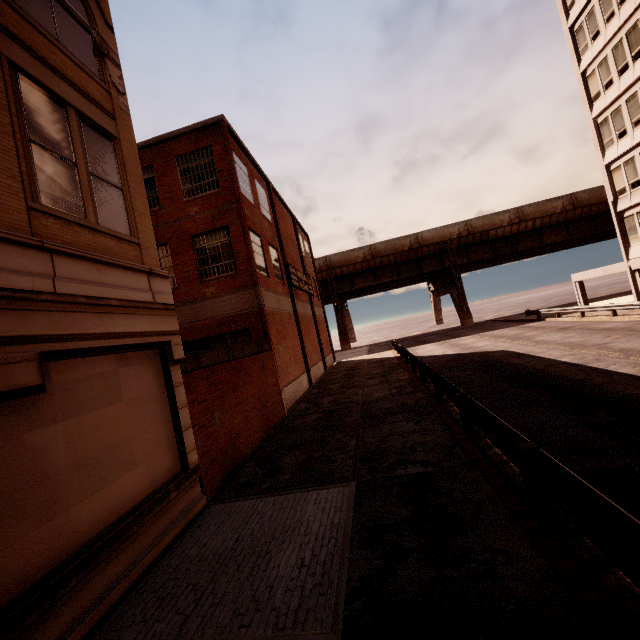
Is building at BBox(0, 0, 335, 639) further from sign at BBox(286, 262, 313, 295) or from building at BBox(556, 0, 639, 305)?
building at BBox(556, 0, 639, 305)

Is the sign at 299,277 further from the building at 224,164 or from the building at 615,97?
the building at 615,97

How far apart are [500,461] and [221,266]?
13.3m

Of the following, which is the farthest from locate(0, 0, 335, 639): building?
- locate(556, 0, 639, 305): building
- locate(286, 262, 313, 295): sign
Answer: locate(556, 0, 639, 305): building

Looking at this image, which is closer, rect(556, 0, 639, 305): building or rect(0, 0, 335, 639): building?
rect(0, 0, 335, 639): building

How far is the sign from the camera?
21.0m
